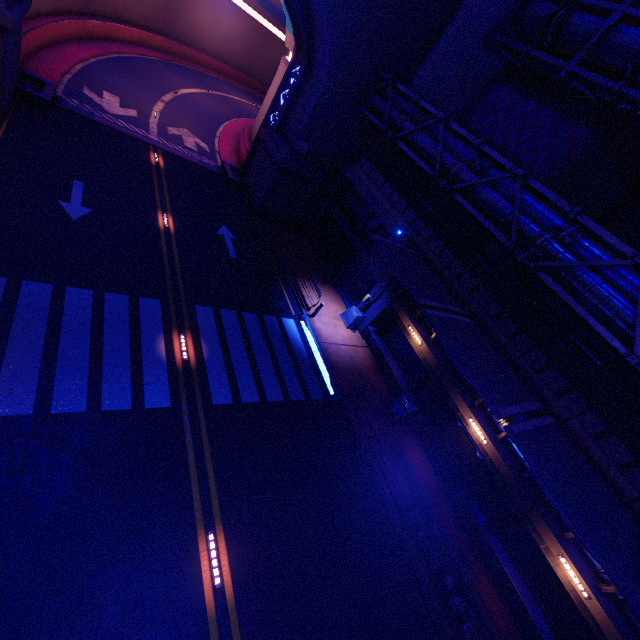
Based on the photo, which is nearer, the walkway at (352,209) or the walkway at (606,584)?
the walkway at (606,584)

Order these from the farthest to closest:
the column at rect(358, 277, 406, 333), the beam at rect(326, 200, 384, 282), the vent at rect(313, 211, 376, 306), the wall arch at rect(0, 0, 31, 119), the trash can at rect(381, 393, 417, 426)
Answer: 1. the vent at rect(313, 211, 376, 306)
2. the beam at rect(326, 200, 384, 282)
3. the column at rect(358, 277, 406, 333)
4. the trash can at rect(381, 393, 417, 426)
5. the wall arch at rect(0, 0, 31, 119)

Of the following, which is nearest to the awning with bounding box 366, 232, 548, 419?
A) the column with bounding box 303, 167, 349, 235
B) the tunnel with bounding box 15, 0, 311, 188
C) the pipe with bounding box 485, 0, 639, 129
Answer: the pipe with bounding box 485, 0, 639, 129

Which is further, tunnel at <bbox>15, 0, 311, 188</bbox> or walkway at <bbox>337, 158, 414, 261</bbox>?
tunnel at <bbox>15, 0, 311, 188</bbox>

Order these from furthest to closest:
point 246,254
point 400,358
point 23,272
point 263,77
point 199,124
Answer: point 263,77
point 199,124
point 246,254
point 400,358
point 23,272

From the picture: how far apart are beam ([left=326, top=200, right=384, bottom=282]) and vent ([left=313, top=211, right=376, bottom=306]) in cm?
35

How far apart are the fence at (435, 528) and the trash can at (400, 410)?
3.5 meters

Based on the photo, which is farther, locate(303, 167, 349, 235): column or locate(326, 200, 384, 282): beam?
locate(303, 167, 349, 235): column
